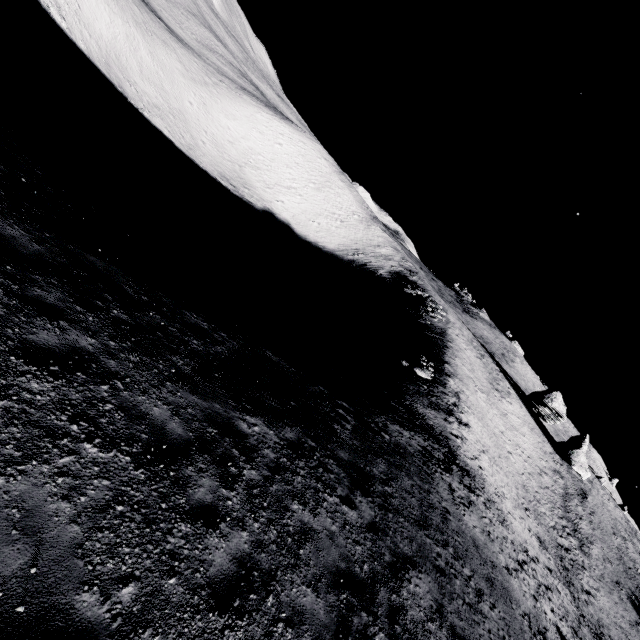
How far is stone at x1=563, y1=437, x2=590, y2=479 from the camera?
57.7 meters

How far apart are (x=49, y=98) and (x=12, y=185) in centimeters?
4152cm

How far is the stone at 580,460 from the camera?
57.69m
